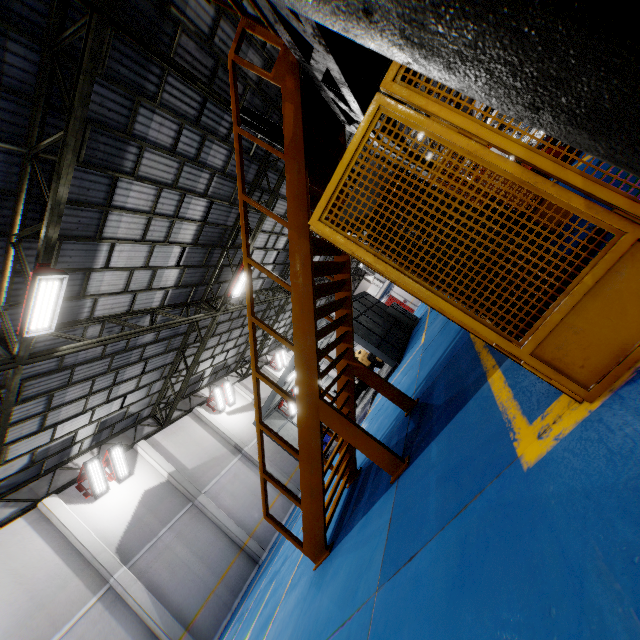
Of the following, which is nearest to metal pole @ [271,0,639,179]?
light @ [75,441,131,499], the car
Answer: light @ [75,441,131,499]

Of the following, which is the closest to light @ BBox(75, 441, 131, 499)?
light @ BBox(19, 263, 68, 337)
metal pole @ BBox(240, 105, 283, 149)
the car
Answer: light @ BBox(19, 263, 68, 337)

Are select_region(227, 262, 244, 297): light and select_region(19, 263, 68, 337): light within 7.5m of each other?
yes

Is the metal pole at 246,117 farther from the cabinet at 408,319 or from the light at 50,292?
the cabinet at 408,319

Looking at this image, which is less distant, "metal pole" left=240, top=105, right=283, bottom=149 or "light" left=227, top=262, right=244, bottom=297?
"metal pole" left=240, top=105, right=283, bottom=149

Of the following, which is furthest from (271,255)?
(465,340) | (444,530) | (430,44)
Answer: (430,44)

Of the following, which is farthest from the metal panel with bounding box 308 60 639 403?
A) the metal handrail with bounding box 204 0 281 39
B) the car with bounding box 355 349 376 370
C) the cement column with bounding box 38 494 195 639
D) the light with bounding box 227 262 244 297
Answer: the cement column with bounding box 38 494 195 639

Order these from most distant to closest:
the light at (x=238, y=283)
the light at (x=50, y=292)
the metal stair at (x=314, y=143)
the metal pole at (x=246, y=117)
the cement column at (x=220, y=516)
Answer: the cement column at (x=220, y=516) < the light at (x=238, y=283) < the metal pole at (x=246, y=117) < the light at (x=50, y=292) < the metal stair at (x=314, y=143)
